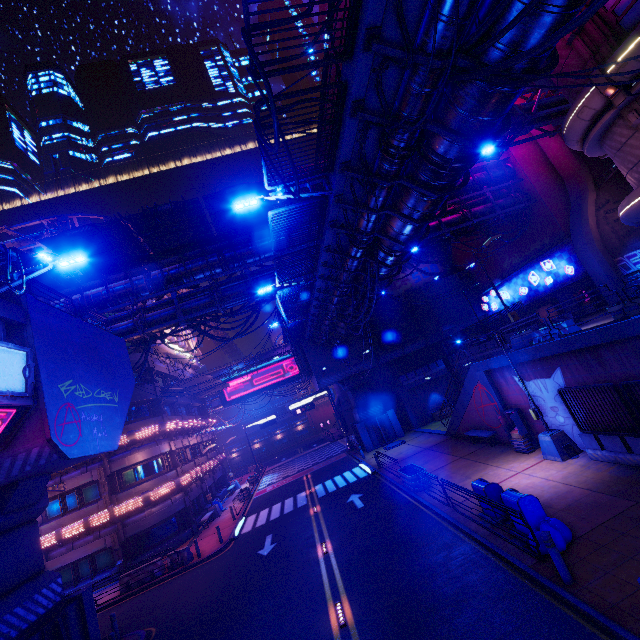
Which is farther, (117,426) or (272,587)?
(117,426)

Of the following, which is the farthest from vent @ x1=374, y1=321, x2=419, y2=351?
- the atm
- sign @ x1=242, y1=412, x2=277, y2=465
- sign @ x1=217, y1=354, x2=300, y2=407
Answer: sign @ x1=242, y1=412, x2=277, y2=465

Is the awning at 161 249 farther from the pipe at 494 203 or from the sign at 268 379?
the sign at 268 379

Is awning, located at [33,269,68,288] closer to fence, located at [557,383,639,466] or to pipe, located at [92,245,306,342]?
pipe, located at [92,245,306,342]

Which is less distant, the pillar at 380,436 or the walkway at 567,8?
the walkway at 567,8

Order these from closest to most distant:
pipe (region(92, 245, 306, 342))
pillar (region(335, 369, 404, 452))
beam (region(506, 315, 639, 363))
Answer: beam (region(506, 315, 639, 363)), pipe (region(92, 245, 306, 342)), pillar (region(335, 369, 404, 452))

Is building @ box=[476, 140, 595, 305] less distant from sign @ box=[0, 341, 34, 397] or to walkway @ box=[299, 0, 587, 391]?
walkway @ box=[299, 0, 587, 391]

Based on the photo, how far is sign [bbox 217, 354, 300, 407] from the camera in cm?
4978
